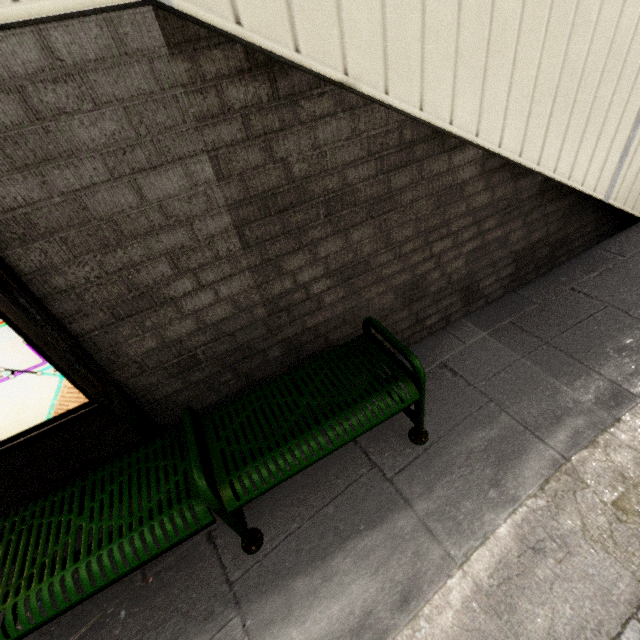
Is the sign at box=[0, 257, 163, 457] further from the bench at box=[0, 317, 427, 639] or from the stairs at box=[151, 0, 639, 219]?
the stairs at box=[151, 0, 639, 219]

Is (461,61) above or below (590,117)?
above

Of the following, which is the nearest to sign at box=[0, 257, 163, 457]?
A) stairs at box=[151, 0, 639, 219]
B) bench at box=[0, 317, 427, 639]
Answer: bench at box=[0, 317, 427, 639]

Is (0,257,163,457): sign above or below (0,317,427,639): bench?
above

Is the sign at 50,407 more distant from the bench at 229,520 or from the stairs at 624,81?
the stairs at 624,81
